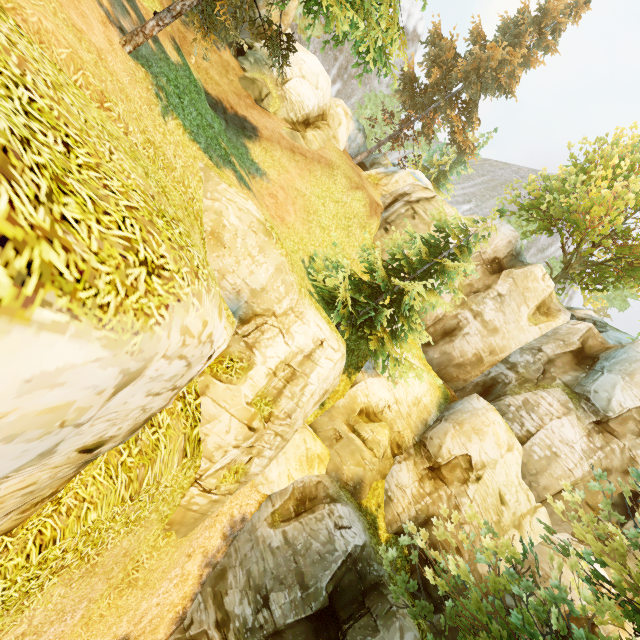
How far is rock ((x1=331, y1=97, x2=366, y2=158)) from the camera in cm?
2669

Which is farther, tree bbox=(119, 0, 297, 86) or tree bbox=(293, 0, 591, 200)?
tree bbox=(293, 0, 591, 200)

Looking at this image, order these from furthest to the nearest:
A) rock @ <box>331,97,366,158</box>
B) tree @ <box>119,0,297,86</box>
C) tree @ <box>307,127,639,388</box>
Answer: rock @ <box>331,97,366,158</box> → tree @ <box>307,127,639,388</box> → tree @ <box>119,0,297,86</box>

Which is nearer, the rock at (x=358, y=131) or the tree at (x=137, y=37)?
the tree at (x=137, y=37)

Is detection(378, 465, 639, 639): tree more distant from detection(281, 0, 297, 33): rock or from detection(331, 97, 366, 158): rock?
detection(281, 0, 297, 33): rock

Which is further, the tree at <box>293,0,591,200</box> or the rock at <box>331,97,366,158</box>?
the rock at <box>331,97,366,158</box>

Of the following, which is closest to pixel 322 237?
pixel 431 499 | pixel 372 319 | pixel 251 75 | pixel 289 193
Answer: pixel 289 193
